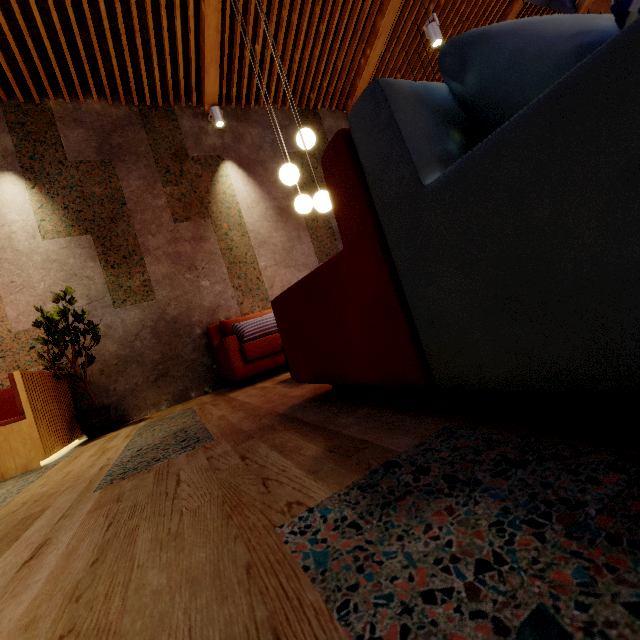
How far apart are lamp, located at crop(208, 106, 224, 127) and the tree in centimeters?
340cm

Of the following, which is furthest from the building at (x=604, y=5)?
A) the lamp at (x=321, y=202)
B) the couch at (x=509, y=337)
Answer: the lamp at (x=321, y=202)

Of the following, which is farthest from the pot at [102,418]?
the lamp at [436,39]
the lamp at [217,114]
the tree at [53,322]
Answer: the lamp at [436,39]

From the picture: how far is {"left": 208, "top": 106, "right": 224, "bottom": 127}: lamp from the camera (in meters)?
4.75

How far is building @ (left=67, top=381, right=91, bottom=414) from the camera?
3.7 meters

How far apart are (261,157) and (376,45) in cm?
259

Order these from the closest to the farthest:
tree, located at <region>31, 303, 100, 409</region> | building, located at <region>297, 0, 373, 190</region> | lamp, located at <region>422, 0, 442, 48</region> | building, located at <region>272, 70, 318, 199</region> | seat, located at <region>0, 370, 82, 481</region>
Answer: seat, located at <region>0, 370, 82, 481</region> < tree, located at <region>31, 303, 100, 409</region> < lamp, located at <region>422, 0, 442, 48</region> < building, located at <region>297, 0, 373, 190</region> < building, located at <region>272, 70, 318, 199</region>

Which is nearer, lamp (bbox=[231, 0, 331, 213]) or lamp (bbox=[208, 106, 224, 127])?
lamp (bbox=[231, 0, 331, 213])
